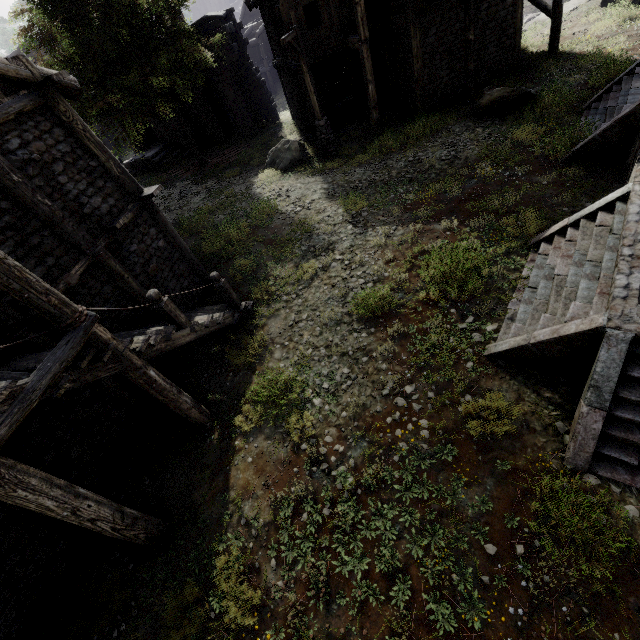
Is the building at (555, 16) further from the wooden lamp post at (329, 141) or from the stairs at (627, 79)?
the stairs at (627, 79)

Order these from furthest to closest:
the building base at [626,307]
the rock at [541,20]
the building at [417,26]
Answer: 1. the rock at [541,20]
2. the building at [417,26]
3. the building base at [626,307]

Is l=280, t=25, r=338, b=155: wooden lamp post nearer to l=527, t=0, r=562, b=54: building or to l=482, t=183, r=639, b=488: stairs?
l=527, t=0, r=562, b=54: building

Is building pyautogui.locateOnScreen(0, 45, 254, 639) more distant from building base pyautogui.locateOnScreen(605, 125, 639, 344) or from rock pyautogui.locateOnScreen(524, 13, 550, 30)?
building base pyautogui.locateOnScreen(605, 125, 639, 344)

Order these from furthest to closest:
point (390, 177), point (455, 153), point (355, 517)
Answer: point (390, 177) < point (455, 153) < point (355, 517)

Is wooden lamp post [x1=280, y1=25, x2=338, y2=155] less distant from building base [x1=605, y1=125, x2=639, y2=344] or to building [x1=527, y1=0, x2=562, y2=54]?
building [x1=527, y1=0, x2=562, y2=54]

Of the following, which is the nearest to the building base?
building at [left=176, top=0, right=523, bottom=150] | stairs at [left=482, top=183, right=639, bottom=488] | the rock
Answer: stairs at [left=482, top=183, right=639, bottom=488]
